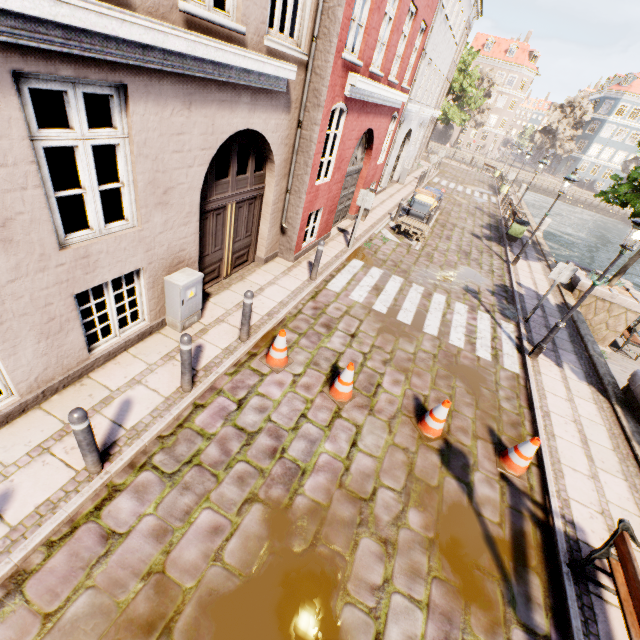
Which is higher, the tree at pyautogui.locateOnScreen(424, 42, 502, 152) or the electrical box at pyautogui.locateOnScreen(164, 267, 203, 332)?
the tree at pyautogui.locateOnScreen(424, 42, 502, 152)

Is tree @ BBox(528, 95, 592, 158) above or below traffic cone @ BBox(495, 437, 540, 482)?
above

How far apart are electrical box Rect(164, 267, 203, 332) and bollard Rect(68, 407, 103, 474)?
2.5m

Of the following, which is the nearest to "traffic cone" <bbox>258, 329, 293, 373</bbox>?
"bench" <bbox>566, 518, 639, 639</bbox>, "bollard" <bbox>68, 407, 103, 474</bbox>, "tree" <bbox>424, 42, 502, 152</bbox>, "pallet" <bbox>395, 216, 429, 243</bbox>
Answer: "bollard" <bbox>68, 407, 103, 474</bbox>

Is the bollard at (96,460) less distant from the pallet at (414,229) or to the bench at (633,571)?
the bench at (633,571)

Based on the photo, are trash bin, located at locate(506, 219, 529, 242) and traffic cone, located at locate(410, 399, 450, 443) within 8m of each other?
no

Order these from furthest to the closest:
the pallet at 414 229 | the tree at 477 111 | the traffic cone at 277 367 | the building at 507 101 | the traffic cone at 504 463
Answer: the building at 507 101
the tree at 477 111
the pallet at 414 229
the traffic cone at 277 367
the traffic cone at 504 463

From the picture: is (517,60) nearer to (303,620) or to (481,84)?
(481,84)
